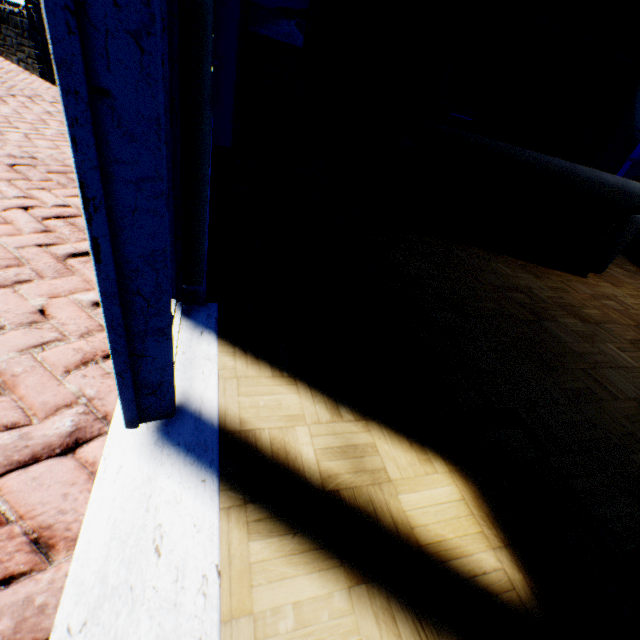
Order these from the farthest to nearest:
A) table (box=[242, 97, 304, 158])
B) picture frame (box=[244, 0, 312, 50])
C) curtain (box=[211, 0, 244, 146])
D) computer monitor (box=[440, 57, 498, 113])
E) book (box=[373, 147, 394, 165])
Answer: book (box=[373, 147, 394, 165]), computer monitor (box=[440, 57, 498, 113]), picture frame (box=[244, 0, 312, 50]), table (box=[242, 97, 304, 158]), curtain (box=[211, 0, 244, 146])

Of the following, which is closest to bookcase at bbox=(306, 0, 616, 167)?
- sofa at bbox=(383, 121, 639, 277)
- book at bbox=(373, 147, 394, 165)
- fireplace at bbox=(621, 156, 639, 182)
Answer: book at bbox=(373, 147, 394, 165)

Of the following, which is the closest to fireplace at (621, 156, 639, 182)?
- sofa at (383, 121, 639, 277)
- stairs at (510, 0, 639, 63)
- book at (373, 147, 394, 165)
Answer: stairs at (510, 0, 639, 63)

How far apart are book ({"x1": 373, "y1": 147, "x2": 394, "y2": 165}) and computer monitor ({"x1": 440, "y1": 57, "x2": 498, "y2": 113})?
1.3 meters

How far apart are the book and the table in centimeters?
188cm

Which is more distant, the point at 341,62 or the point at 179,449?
the point at 341,62

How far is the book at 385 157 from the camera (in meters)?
6.90

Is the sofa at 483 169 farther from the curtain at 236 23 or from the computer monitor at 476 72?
the computer monitor at 476 72
